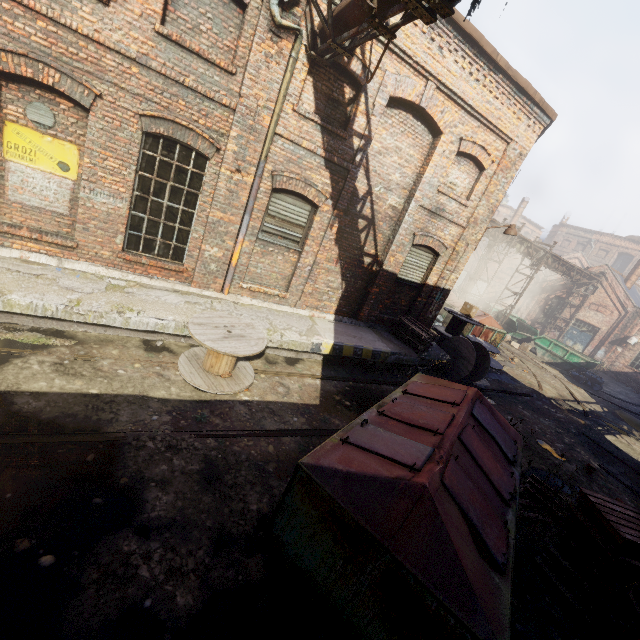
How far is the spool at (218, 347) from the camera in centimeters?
591cm

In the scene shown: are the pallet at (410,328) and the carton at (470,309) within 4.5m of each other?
yes

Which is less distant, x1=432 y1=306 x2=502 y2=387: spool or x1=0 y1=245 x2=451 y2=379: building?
x1=0 y1=245 x2=451 y2=379: building

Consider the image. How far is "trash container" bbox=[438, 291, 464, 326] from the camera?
17.9 meters

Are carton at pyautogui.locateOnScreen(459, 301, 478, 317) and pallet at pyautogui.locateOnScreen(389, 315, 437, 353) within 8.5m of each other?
yes

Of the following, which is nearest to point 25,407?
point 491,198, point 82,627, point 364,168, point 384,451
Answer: point 82,627

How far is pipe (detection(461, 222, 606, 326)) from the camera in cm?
1938

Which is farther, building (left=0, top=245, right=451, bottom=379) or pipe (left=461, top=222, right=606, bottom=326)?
pipe (left=461, top=222, right=606, bottom=326)
